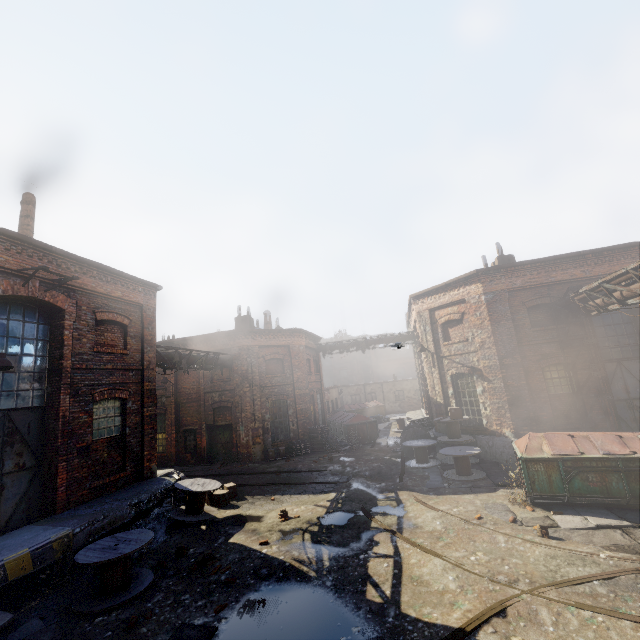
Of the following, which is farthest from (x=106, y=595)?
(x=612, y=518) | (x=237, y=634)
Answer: (x=612, y=518)

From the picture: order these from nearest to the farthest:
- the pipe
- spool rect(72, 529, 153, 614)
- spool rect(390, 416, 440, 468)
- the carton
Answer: spool rect(72, 529, 153, 614) → the pipe → the carton → spool rect(390, 416, 440, 468)

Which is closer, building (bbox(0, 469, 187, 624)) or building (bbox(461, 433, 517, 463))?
building (bbox(0, 469, 187, 624))

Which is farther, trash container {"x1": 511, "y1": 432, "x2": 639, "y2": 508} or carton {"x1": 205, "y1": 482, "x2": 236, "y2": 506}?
carton {"x1": 205, "y1": 482, "x2": 236, "y2": 506}

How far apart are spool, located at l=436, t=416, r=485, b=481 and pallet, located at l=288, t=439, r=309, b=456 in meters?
8.6

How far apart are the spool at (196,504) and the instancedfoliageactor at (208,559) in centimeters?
220cm

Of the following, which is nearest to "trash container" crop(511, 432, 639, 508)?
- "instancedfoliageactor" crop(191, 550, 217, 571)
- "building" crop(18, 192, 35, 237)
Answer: "instancedfoliageactor" crop(191, 550, 217, 571)

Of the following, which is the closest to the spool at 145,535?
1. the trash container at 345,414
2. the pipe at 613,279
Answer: the pipe at 613,279
